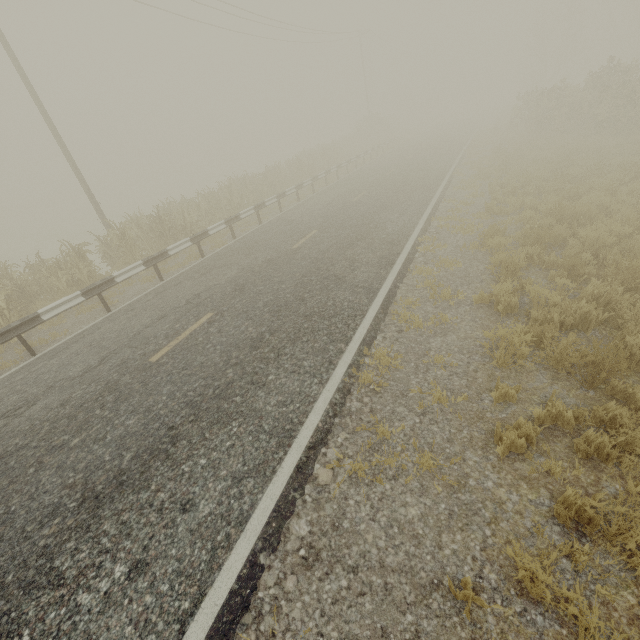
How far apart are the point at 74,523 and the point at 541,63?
59.1 meters

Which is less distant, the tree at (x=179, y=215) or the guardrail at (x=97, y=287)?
the guardrail at (x=97, y=287)

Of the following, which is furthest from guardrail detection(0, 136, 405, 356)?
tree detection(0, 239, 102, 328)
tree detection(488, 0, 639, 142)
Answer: tree detection(488, 0, 639, 142)

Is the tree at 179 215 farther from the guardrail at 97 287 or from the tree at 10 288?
the tree at 10 288

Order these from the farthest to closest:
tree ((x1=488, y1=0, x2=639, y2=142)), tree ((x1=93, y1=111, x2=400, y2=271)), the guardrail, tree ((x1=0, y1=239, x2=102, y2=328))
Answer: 1. tree ((x1=488, y1=0, x2=639, y2=142))
2. tree ((x1=93, y1=111, x2=400, y2=271))
3. tree ((x1=0, y1=239, x2=102, y2=328))
4. the guardrail

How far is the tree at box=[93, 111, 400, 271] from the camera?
12.62m
